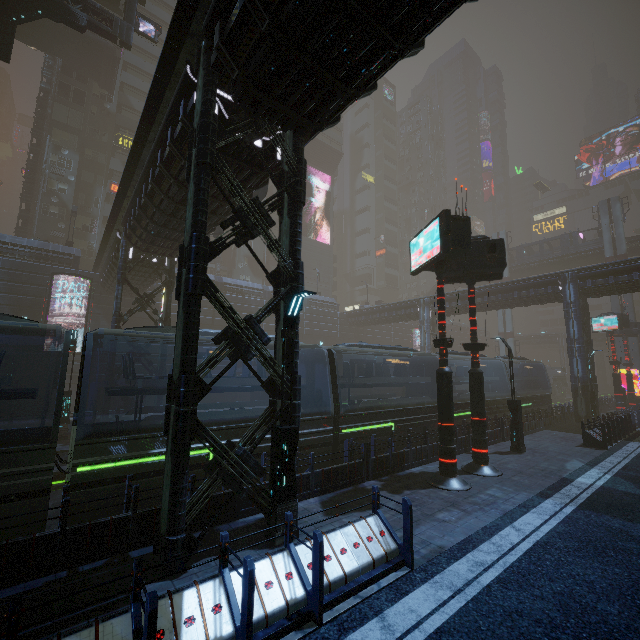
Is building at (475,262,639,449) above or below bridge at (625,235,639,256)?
below

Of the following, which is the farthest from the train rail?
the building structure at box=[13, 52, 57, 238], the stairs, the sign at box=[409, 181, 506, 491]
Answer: the building structure at box=[13, 52, 57, 238]

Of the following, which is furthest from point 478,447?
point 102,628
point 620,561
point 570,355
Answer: point 570,355

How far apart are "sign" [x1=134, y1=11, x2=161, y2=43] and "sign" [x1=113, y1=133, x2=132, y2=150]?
20.03m

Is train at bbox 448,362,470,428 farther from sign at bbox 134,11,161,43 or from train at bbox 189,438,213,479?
sign at bbox 134,11,161,43

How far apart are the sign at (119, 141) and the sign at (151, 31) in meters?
20.0

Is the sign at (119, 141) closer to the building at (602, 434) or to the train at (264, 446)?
the building at (602, 434)

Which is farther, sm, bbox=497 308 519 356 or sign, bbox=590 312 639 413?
sm, bbox=497 308 519 356
